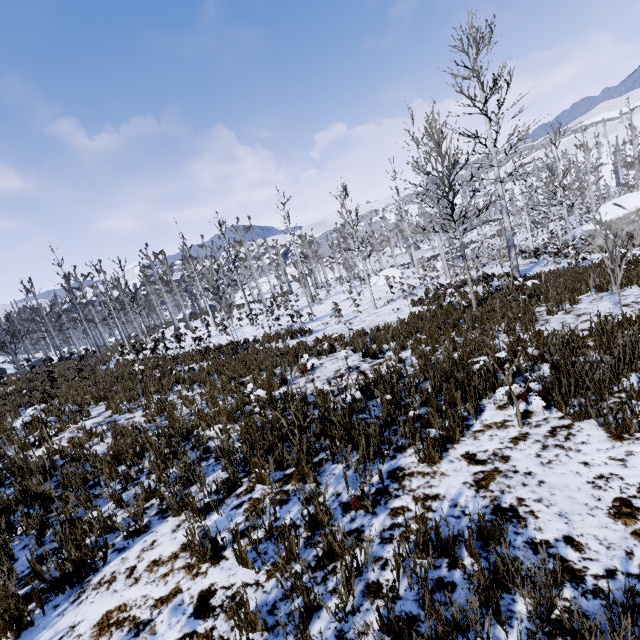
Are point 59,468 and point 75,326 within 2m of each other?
no

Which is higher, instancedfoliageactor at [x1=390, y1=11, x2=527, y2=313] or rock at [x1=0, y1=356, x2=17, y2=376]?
instancedfoliageactor at [x1=390, y1=11, x2=527, y2=313]

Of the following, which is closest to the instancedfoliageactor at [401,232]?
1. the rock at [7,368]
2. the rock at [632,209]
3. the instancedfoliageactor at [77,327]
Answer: the rock at [632,209]

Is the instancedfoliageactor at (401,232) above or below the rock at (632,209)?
above

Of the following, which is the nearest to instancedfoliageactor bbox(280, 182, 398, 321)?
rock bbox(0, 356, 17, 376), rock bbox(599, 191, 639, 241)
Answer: rock bbox(599, 191, 639, 241)

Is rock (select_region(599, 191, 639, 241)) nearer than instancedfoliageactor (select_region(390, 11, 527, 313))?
No

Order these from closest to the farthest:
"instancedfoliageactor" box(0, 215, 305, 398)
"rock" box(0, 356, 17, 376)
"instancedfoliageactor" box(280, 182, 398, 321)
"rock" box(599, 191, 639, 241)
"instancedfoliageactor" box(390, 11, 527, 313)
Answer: "instancedfoliageactor" box(390, 11, 527, 313) < "instancedfoliageactor" box(0, 215, 305, 398) < "instancedfoliageactor" box(280, 182, 398, 321) < "rock" box(599, 191, 639, 241) < "rock" box(0, 356, 17, 376)

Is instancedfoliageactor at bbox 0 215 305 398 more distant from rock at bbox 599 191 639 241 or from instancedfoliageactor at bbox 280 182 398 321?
rock at bbox 599 191 639 241
